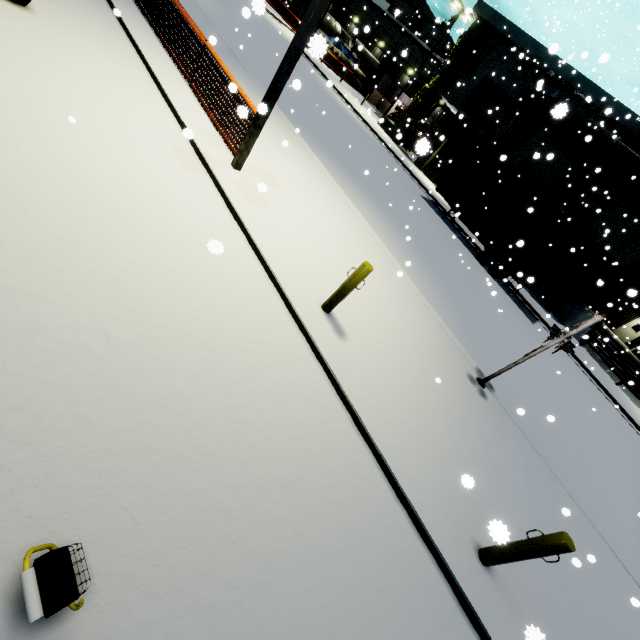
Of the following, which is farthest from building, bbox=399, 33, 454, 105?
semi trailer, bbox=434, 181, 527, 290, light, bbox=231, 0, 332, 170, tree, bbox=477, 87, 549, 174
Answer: semi trailer, bbox=434, 181, 527, 290

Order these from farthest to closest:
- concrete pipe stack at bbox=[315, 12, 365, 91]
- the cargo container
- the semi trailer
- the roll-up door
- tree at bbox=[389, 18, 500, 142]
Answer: concrete pipe stack at bbox=[315, 12, 365, 91] < tree at bbox=[389, 18, 500, 142] < the roll-up door < the semi trailer < the cargo container

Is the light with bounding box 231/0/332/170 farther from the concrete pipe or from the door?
the concrete pipe

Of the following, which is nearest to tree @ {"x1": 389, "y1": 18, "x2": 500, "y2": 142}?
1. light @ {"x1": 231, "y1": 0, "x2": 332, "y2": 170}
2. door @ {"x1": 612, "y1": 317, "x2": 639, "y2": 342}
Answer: light @ {"x1": 231, "y1": 0, "x2": 332, "y2": 170}

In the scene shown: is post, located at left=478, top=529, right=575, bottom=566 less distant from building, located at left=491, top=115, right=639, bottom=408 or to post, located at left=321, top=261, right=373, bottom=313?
post, located at left=321, top=261, right=373, bottom=313

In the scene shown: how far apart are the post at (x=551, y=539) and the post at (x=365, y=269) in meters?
3.9

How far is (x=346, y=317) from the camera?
6.0m

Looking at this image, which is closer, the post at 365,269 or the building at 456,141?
the post at 365,269
